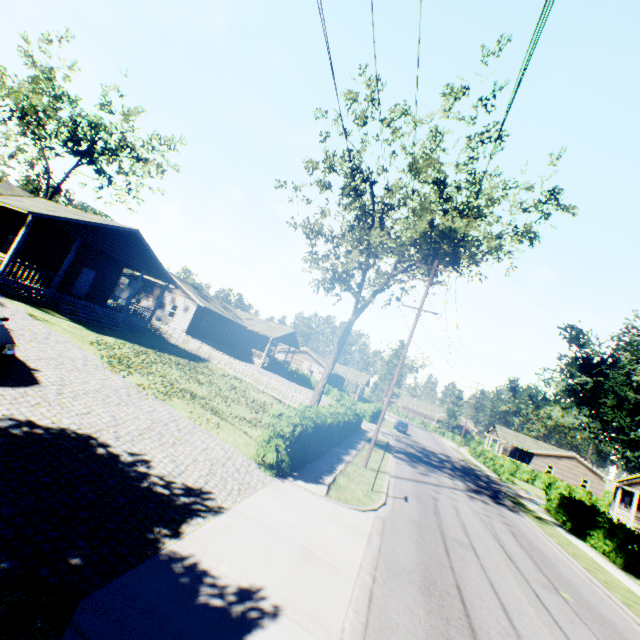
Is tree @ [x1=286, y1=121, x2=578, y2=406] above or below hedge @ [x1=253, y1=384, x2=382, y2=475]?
above

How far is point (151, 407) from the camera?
11.4m

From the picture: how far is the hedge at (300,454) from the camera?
10.80m

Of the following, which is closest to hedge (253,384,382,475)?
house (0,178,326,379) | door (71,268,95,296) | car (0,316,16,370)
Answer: car (0,316,16,370)

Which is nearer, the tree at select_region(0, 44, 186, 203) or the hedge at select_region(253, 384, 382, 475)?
the hedge at select_region(253, 384, 382, 475)

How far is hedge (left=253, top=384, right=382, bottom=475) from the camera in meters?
10.8 m

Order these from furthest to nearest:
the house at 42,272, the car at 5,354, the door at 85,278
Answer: the door at 85,278 → the house at 42,272 → the car at 5,354

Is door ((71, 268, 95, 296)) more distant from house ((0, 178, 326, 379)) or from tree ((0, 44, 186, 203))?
tree ((0, 44, 186, 203))
